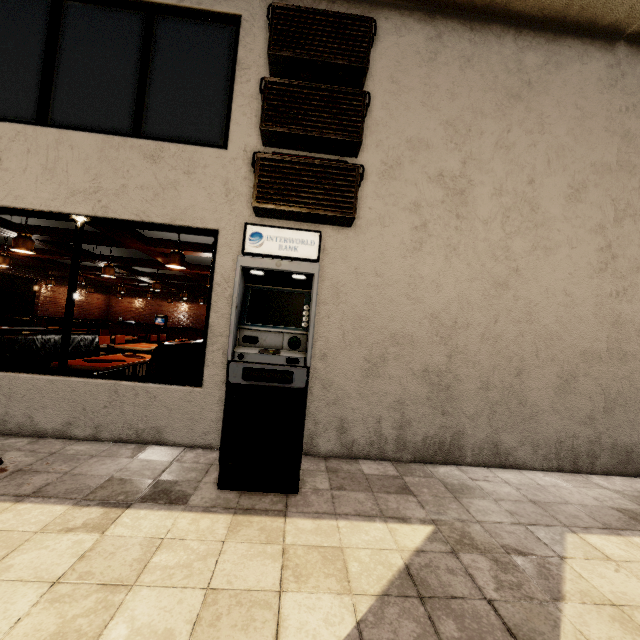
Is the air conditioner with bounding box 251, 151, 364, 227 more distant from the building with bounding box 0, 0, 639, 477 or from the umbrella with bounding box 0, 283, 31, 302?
the umbrella with bounding box 0, 283, 31, 302

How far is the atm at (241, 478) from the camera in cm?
287

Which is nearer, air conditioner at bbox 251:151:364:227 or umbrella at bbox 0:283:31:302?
air conditioner at bbox 251:151:364:227

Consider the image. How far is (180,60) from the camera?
4.1 meters

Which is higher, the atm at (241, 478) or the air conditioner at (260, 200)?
the air conditioner at (260, 200)

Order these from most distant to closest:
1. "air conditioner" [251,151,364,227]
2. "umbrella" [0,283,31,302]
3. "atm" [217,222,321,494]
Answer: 1. "umbrella" [0,283,31,302]
2. "air conditioner" [251,151,364,227]
3. "atm" [217,222,321,494]

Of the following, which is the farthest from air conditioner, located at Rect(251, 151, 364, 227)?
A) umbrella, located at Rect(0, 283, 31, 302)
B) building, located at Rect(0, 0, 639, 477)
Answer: umbrella, located at Rect(0, 283, 31, 302)
